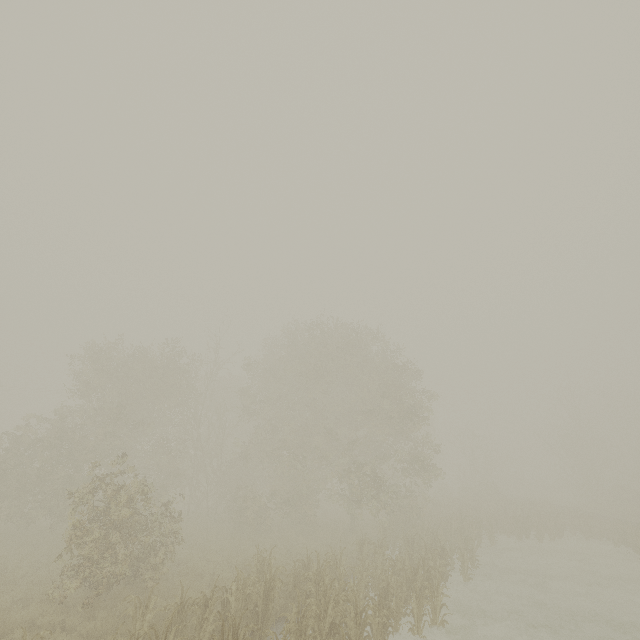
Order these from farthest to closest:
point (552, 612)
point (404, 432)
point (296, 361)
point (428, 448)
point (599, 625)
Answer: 1. point (296, 361)
2. point (428, 448)
3. point (404, 432)
4. point (552, 612)
5. point (599, 625)
